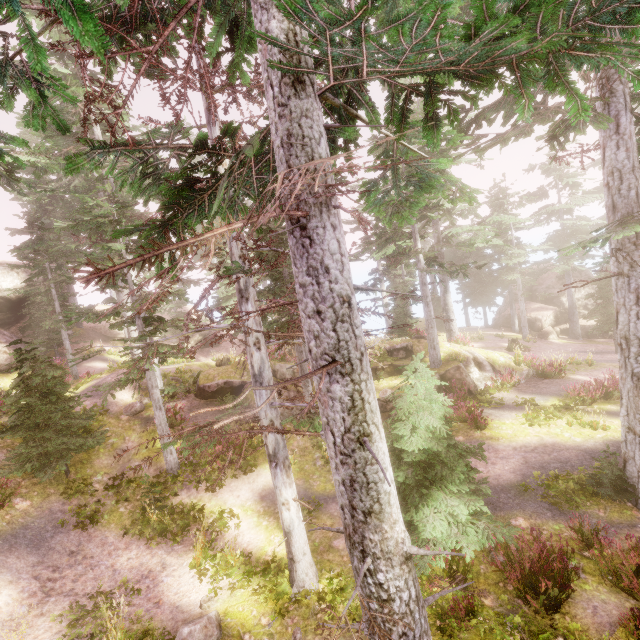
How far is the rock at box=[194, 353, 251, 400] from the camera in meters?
16.7

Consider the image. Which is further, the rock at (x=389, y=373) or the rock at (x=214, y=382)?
the rock at (x=214, y=382)

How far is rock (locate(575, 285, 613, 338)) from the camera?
31.0m

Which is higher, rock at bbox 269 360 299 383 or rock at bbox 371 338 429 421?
rock at bbox 269 360 299 383

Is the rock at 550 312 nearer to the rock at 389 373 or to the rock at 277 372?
the rock at 389 373

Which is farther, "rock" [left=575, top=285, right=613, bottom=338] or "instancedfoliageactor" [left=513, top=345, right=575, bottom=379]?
"rock" [left=575, top=285, right=613, bottom=338]

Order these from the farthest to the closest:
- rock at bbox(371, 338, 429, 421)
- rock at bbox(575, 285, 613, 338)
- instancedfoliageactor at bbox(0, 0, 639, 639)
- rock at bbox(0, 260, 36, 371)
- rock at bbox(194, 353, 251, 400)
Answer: rock at bbox(575, 285, 613, 338), rock at bbox(0, 260, 36, 371), rock at bbox(194, 353, 251, 400), rock at bbox(371, 338, 429, 421), instancedfoliageactor at bbox(0, 0, 639, 639)

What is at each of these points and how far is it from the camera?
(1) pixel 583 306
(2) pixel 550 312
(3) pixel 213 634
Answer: (1) rock, 33.8 meters
(2) rock, 31.6 meters
(3) instancedfoliageactor, 7.1 meters
